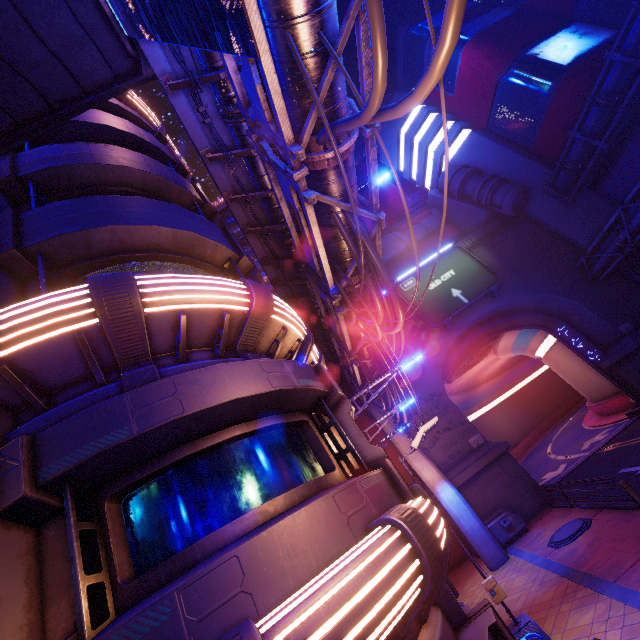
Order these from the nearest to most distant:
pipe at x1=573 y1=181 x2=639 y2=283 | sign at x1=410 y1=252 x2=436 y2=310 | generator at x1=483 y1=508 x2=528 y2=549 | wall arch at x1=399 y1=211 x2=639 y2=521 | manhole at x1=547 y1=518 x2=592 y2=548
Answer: manhole at x1=547 y1=518 x2=592 y2=548 < generator at x1=483 y1=508 x2=528 y2=549 < wall arch at x1=399 y1=211 x2=639 y2=521 < pipe at x1=573 y1=181 x2=639 y2=283 < sign at x1=410 y1=252 x2=436 y2=310

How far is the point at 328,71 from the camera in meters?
5.6 m

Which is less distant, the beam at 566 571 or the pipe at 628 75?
the beam at 566 571

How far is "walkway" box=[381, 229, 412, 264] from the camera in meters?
33.7

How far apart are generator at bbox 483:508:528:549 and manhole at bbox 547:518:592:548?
3.09m

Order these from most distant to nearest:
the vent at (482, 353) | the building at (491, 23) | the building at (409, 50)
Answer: the building at (409, 50)
the vent at (482, 353)
the building at (491, 23)

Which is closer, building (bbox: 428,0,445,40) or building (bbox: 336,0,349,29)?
building (bbox: 428,0,445,40)

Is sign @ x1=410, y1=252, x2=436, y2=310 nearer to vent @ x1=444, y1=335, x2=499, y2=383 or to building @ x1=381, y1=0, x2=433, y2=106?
building @ x1=381, y1=0, x2=433, y2=106
